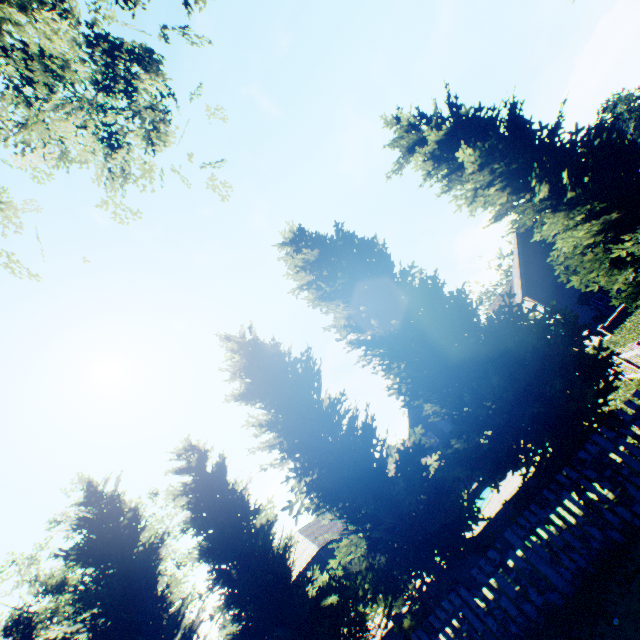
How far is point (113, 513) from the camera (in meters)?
14.58

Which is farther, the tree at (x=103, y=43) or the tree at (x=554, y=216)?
the tree at (x=554, y=216)

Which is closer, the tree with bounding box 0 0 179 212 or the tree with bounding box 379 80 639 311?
the tree with bounding box 0 0 179 212

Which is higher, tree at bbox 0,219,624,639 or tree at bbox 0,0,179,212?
tree at bbox 0,0,179,212

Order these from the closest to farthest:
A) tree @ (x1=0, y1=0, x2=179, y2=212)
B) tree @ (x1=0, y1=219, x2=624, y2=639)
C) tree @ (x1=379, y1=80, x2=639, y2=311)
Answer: tree @ (x1=0, y1=0, x2=179, y2=212)
tree @ (x1=0, y1=219, x2=624, y2=639)
tree @ (x1=379, y1=80, x2=639, y2=311)

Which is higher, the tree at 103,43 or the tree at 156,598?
the tree at 103,43
